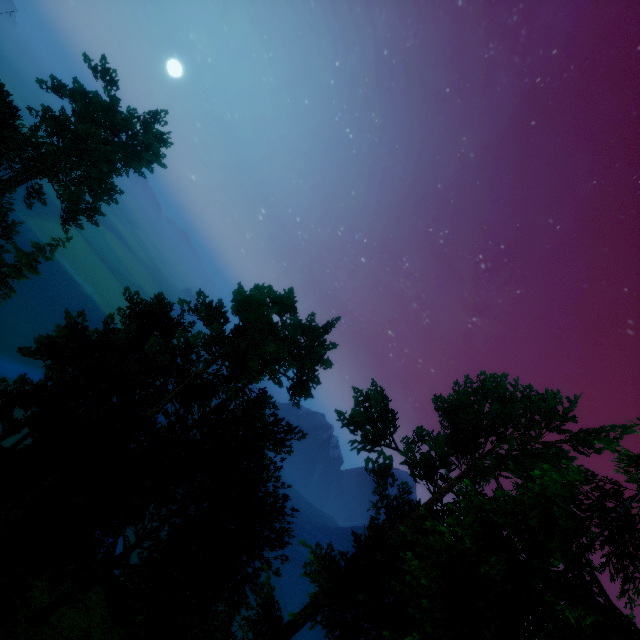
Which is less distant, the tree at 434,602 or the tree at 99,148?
the tree at 434,602

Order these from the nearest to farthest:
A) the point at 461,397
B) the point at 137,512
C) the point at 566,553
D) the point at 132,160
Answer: the point at 566,553 → the point at 137,512 → the point at 461,397 → the point at 132,160

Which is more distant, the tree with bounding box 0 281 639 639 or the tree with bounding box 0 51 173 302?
the tree with bounding box 0 51 173 302
